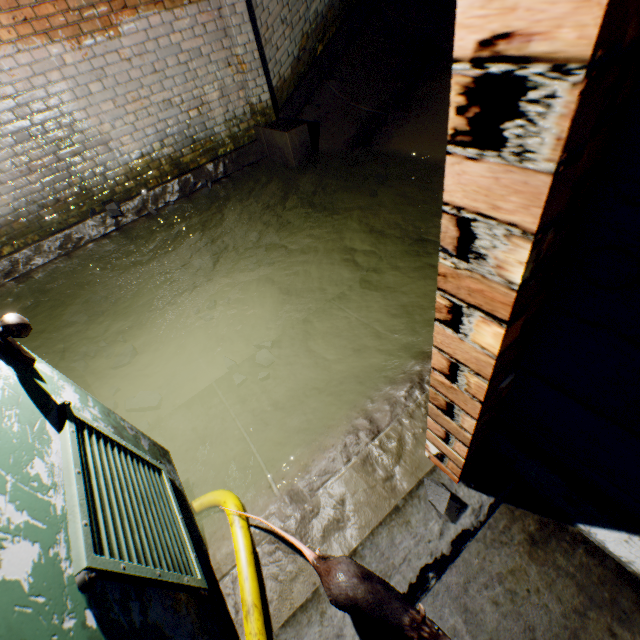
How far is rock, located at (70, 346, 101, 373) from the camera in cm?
318

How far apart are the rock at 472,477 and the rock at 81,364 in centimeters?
305cm

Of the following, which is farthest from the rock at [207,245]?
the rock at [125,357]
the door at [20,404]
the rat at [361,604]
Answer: the rat at [361,604]

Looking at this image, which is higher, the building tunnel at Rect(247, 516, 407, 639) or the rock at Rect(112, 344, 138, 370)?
the building tunnel at Rect(247, 516, 407, 639)

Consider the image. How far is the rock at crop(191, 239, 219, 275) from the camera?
3.8m

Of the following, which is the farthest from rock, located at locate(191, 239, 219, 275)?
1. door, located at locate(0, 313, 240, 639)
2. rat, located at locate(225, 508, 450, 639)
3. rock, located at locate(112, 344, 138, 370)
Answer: rat, located at locate(225, 508, 450, 639)

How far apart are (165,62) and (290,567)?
5.1 meters

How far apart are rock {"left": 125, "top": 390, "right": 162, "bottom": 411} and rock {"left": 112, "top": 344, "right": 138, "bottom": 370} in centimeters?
42cm
